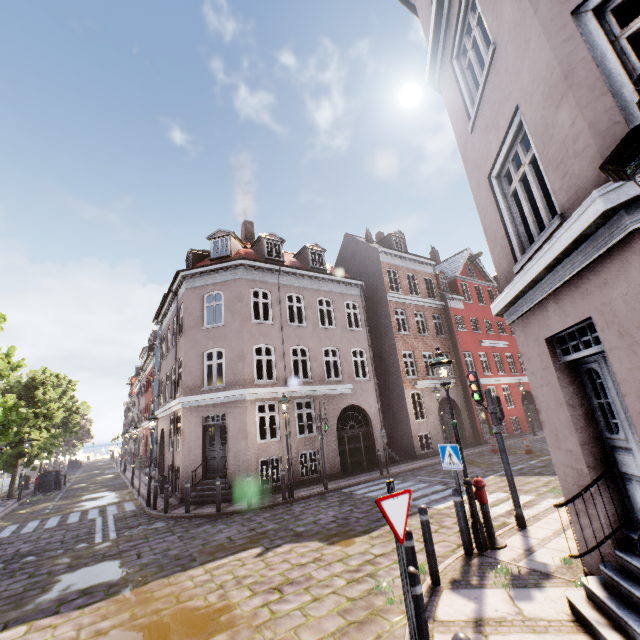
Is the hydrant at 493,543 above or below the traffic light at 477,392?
below

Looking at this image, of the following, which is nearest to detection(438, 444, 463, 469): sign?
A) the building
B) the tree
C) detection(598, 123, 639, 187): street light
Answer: detection(598, 123, 639, 187): street light

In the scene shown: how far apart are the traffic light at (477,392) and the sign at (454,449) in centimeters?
167cm

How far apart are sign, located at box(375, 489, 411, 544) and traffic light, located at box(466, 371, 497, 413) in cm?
517

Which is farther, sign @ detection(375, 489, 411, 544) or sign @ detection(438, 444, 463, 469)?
sign @ detection(438, 444, 463, 469)

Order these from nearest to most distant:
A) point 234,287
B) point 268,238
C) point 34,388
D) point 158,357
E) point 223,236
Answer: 1. point 234,287
2. point 223,236
3. point 268,238
4. point 34,388
5. point 158,357

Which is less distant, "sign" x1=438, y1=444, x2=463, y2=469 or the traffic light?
"sign" x1=438, y1=444, x2=463, y2=469

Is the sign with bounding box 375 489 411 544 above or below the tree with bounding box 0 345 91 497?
below
